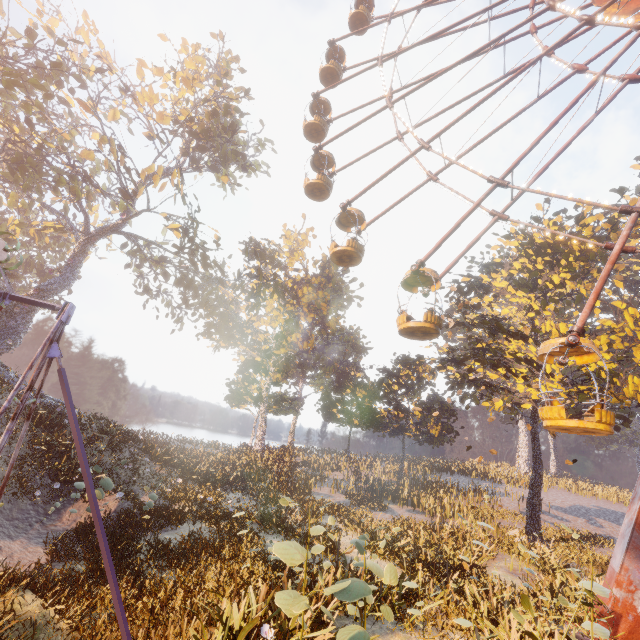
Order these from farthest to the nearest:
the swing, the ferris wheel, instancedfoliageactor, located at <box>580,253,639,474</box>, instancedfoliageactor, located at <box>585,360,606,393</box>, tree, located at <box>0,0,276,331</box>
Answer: tree, located at <box>0,0,276,331</box>, instancedfoliageactor, located at <box>580,253,639,474</box>, instancedfoliageactor, located at <box>585,360,606,393</box>, the ferris wheel, the swing

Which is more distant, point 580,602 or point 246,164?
point 246,164

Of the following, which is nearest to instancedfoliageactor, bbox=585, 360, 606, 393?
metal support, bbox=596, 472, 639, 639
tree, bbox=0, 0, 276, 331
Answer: metal support, bbox=596, 472, 639, 639

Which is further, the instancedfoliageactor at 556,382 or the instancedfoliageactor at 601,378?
the instancedfoliageactor at 556,382

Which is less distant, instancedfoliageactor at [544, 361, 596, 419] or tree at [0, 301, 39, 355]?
instancedfoliageactor at [544, 361, 596, 419]

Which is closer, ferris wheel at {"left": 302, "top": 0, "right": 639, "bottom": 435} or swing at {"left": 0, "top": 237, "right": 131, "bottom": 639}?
swing at {"left": 0, "top": 237, "right": 131, "bottom": 639}

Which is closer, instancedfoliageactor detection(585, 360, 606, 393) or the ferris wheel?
the ferris wheel

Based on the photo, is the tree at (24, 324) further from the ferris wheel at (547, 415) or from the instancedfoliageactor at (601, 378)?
the instancedfoliageactor at (601, 378)
